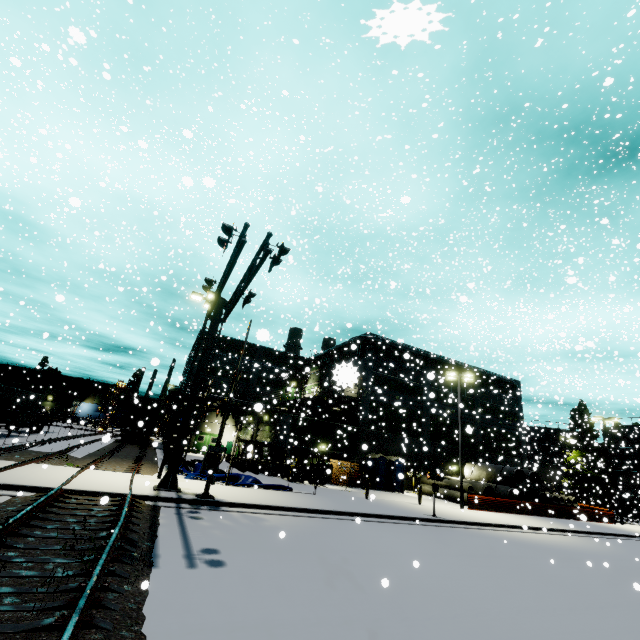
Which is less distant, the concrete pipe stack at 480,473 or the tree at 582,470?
the concrete pipe stack at 480,473

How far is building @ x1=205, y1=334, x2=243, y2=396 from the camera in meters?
41.7 m

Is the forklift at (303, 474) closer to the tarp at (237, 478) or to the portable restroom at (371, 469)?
the tarp at (237, 478)

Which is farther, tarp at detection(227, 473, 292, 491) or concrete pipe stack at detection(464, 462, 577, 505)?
concrete pipe stack at detection(464, 462, 577, 505)

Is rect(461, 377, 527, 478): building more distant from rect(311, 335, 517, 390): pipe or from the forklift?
the forklift

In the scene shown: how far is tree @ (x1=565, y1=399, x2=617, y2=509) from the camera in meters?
43.8 m

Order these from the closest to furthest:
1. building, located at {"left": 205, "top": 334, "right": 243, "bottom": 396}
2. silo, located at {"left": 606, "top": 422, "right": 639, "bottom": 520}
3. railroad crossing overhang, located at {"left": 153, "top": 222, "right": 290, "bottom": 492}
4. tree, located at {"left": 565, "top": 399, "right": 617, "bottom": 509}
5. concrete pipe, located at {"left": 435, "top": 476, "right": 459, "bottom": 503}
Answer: railroad crossing overhang, located at {"left": 153, "top": 222, "right": 290, "bottom": 492}, concrete pipe, located at {"left": 435, "top": 476, "right": 459, "bottom": 503}, building, located at {"left": 205, "top": 334, "right": 243, "bottom": 396}, silo, located at {"left": 606, "top": 422, "right": 639, "bottom": 520}, tree, located at {"left": 565, "top": 399, "right": 617, "bottom": 509}

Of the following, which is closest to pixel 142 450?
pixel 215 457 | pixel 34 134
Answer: pixel 215 457
